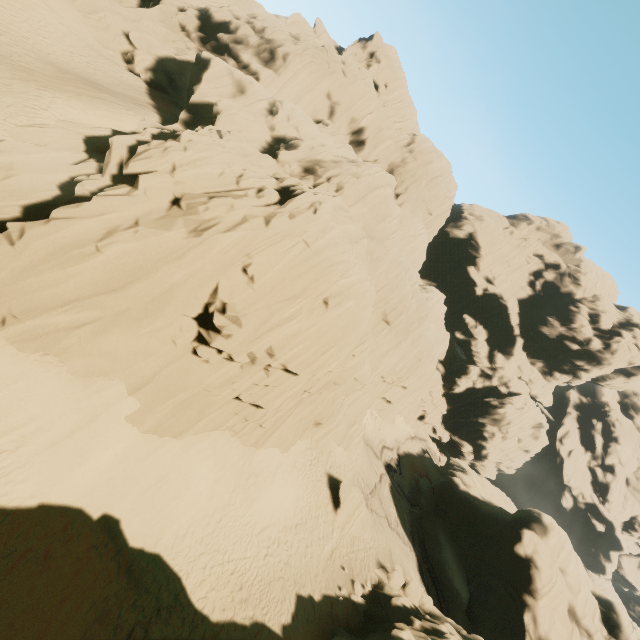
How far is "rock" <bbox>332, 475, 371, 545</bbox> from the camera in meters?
22.7 m

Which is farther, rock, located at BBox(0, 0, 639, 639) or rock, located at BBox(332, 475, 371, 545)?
rock, located at BBox(332, 475, 371, 545)

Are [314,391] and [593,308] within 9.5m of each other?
no

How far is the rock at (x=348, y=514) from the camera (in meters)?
22.67

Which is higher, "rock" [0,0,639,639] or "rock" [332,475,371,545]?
"rock" [0,0,639,639]

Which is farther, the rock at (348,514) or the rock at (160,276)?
the rock at (348,514)
